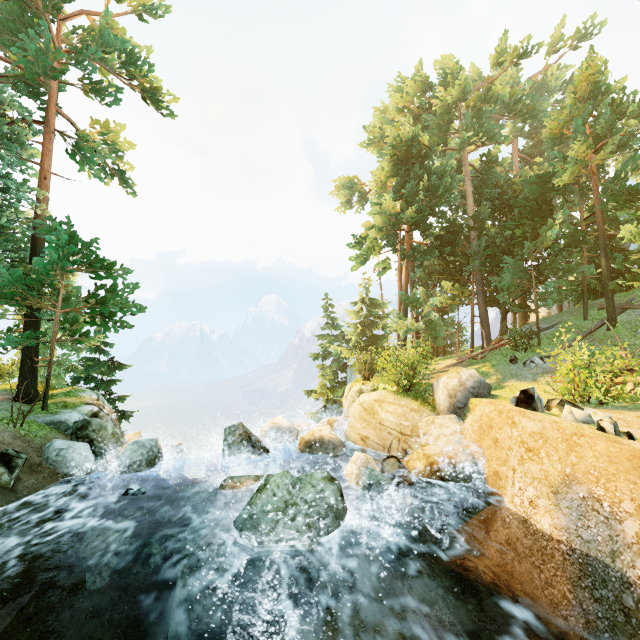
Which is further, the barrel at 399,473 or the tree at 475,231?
the tree at 475,231

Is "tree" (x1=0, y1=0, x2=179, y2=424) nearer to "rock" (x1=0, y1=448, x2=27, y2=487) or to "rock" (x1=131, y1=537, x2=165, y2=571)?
"rock" (x1=0, y1=448, x2=27, y2=487)

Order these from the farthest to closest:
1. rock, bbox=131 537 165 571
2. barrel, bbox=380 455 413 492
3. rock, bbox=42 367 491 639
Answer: barrel, bbox=380 455 413 492, rock, bbox=131 537 165 571, rock, bbox=42 367 491 639

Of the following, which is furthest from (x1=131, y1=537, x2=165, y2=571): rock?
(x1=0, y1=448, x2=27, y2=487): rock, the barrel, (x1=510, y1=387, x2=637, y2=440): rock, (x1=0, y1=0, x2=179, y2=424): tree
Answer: (x1=0, y1=0, x2=179, y2=424): tree

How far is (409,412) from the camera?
12.3 meters

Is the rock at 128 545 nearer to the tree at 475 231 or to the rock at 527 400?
the rock at 527 400

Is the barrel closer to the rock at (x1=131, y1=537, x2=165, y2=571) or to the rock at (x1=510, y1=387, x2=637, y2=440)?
the rock at (x1=131, y1=537, x2=165, y2=571)

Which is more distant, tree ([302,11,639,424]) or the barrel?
tree ([302,11,639,424])
